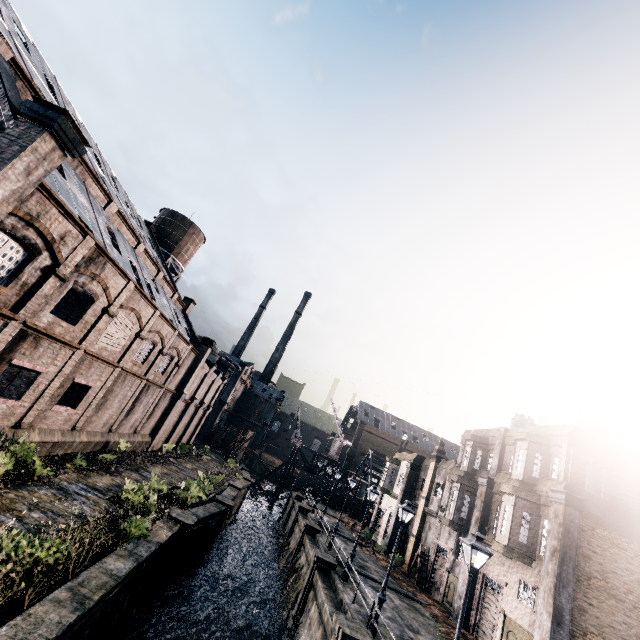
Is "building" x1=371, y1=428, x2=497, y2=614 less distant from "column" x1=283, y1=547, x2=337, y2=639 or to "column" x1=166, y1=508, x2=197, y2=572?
"column" x1=283, y1=547, x2=337, y2=639

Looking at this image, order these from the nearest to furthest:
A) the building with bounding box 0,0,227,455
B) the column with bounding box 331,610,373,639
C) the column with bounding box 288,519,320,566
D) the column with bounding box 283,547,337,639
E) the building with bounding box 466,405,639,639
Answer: the building with bounding box 0,0,227,455
the column with bounding box 331,610,373,639
the building with bounding box 466,405,639,639
the column with bounding box 283,547,337,639
the column with bounding box 288,519,320,566

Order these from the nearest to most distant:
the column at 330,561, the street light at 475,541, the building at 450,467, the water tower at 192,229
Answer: the street light at 475,541
the column at 330,561
the building at 450,467
the water tower at 192,229

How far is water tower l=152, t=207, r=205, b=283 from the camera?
42.6 meters

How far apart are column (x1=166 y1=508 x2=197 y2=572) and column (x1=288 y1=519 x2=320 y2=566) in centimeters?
1362cm

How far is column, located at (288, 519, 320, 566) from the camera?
28.6 meters

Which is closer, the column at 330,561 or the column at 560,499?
the column at 560,499

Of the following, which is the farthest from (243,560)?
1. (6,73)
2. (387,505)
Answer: (6,73)
